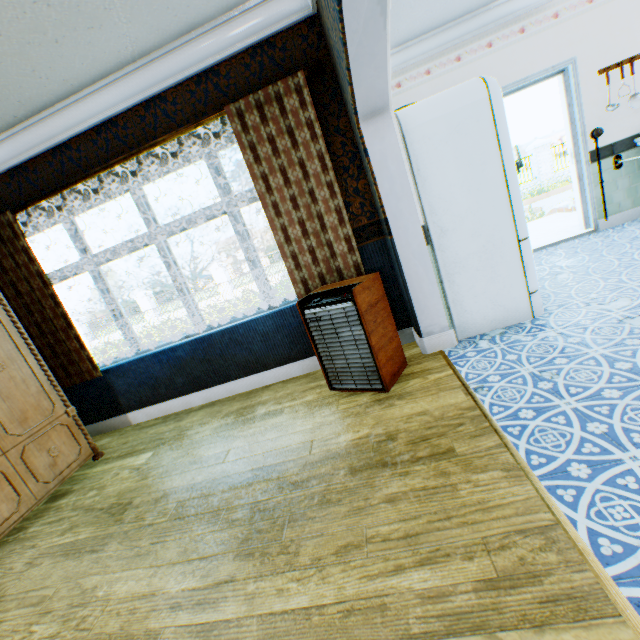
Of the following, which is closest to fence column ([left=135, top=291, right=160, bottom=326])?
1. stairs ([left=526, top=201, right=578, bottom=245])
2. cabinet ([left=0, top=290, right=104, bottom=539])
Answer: stairs ([left=526, top=201, right=578, bottom=245])

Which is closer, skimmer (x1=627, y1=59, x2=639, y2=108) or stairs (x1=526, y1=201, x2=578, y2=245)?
skimmer (x1=627, y1=59, x2=639, y2=108)

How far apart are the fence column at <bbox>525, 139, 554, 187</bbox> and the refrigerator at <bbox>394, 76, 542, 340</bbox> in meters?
17.7

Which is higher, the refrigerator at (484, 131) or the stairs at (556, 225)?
the refrigerator at (484, 131)

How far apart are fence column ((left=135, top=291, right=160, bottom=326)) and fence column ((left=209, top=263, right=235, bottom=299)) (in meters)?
4.73

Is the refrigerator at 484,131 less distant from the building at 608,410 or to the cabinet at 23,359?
the building at 608,410

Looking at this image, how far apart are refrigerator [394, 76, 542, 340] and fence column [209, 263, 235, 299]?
→ 18.1 meters

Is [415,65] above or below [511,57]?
above
